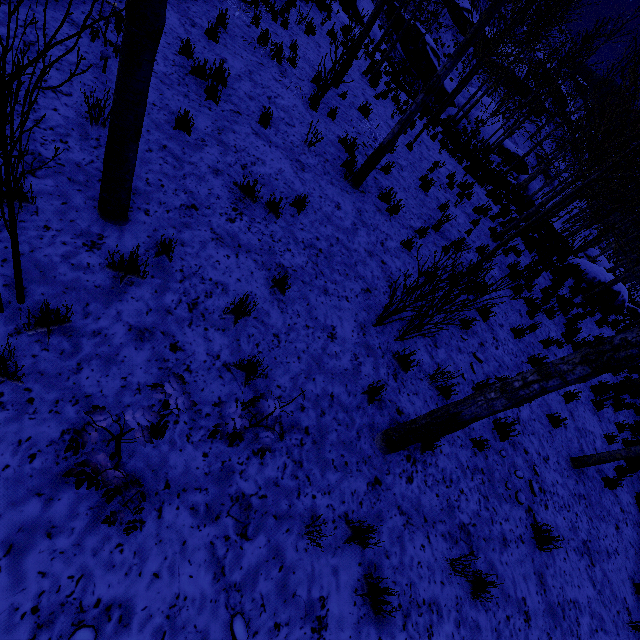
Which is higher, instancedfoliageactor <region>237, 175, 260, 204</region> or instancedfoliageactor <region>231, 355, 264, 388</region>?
instancedfoliageactor <region>237, 175, 260, 204</region>

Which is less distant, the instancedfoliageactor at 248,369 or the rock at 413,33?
the instancedfoliageactor at 248,369

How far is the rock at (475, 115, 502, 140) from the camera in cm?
3000

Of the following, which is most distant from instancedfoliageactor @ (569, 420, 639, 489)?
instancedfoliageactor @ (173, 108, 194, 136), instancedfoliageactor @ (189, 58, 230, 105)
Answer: instancedfoliageactor @ (189, 58, 230, 105)

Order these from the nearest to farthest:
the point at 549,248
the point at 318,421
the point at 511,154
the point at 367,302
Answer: the point at 318,421 → the point at 367,302 → the point at 549,248 → the point at 511,154

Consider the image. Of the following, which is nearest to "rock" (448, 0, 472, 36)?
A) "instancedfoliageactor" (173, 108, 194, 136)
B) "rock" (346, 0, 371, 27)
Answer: "rock" (346, 0, 371, 27)

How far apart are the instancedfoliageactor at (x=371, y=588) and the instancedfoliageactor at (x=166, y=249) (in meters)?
2.57

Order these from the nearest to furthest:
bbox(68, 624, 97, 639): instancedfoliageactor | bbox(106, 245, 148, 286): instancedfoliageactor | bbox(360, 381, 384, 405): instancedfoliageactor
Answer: bbox(68, 624, 97, 639): instancedfoliageactor → bbox(106, 245, 148, 286): instancedfoliageactor → bbox(360, 381, 384, 405): instancedfoliageactor
